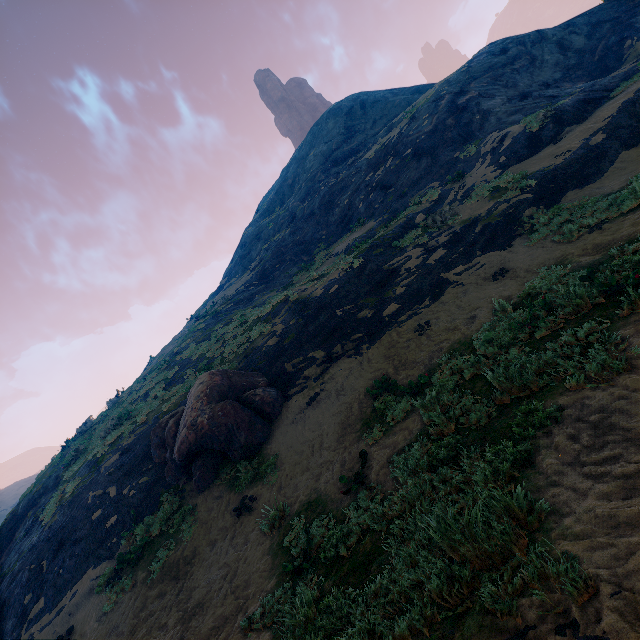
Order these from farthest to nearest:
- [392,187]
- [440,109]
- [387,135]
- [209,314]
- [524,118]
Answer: [387,135]
[209,314]
[440,109]
[392,187]
[524,118]

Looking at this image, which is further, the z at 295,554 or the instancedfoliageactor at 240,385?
the instancedfoliageactor at 240,385

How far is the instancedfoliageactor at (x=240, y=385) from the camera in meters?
9.9

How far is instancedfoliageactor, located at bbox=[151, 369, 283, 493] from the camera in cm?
995

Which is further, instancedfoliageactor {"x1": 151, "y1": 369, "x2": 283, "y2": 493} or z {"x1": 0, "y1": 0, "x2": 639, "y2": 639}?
instancedfoliageactor {"x1": 151, "y1": 369, "x2": 283, "y2": 493}
